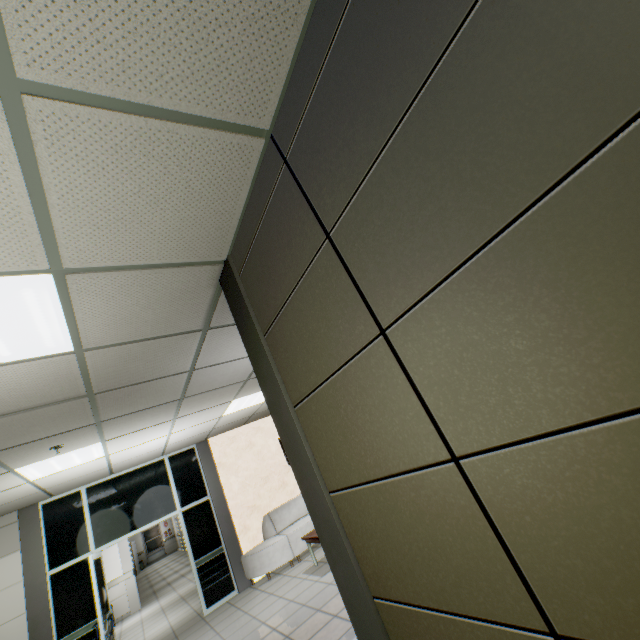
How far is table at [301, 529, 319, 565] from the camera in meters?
5.9 m

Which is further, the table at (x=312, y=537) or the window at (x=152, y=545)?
the window at (x=152, y=545)

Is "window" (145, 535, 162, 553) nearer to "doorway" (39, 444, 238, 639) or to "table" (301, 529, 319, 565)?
"doorway" (39, 444, 238, 639)

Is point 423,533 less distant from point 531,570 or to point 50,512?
point 531,570

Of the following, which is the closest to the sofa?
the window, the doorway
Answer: the doorway

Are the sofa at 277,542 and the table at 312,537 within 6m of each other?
yes

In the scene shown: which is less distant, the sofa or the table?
the table

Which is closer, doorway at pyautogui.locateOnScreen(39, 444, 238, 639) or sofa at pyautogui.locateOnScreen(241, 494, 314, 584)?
doorway at pyautogui.locateOnScreen(39, 444, 238, 639)
